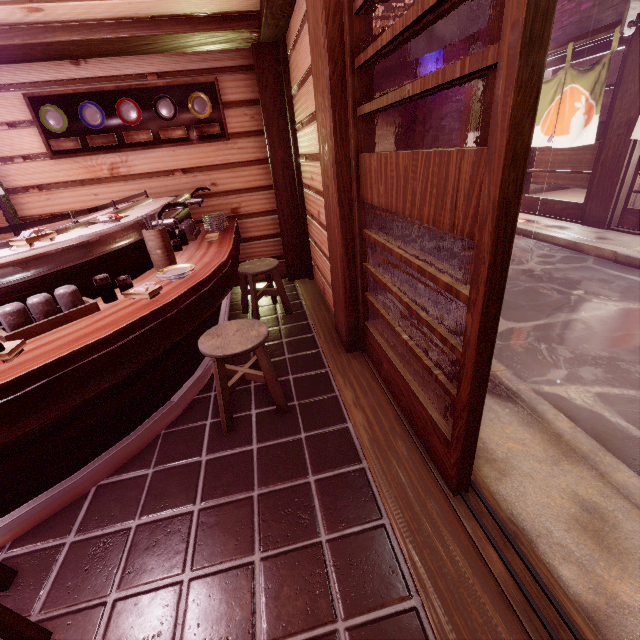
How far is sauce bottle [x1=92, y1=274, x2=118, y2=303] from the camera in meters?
3.6 m

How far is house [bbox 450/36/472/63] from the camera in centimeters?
1500cm

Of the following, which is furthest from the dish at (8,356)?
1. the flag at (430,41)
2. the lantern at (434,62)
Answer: the lantern at (434,62)

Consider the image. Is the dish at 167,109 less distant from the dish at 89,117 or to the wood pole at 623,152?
the dish at 89,117

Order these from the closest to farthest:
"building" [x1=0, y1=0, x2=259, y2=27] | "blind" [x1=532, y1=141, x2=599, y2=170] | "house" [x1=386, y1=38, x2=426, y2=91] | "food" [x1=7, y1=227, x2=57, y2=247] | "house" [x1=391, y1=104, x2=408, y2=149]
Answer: "food" [x1=7, y1=227, x2=57, y2=247] → "building" [x1=0, y1=0, x2=259, y2=27] → "blind" [x1=532, y1=141, x2=599, y2=170] → "house" [x1=386, y1=38, x2=426, y2=91] → "house" [x1=391, y1=104, x2=408, y2=149]

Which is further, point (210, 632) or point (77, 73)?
point (77, 73)

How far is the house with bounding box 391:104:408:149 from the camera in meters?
21.2 m

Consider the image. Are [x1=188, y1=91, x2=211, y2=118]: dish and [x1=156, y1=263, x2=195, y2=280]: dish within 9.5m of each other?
yes
